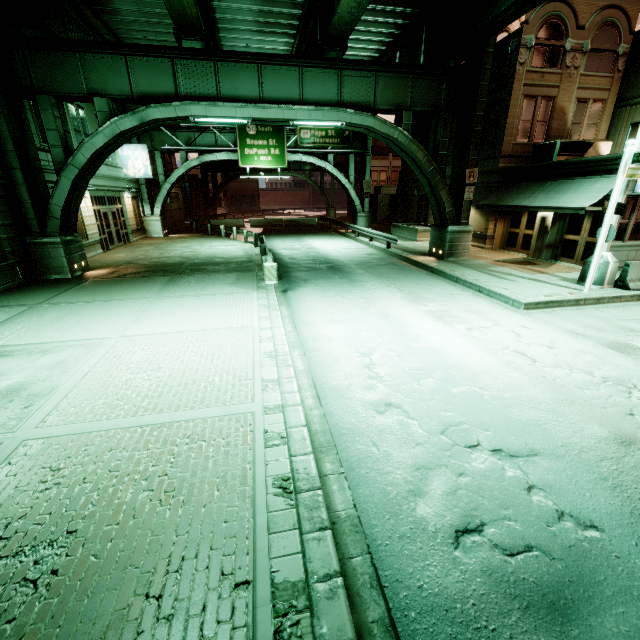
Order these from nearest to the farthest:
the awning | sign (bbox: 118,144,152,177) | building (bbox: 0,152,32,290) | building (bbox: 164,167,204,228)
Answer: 1. building (bbox: 0,152,32,290)
2. the awning
3. sign (bbox: 118,144,152,177)
4. building (bbox: 164,167,204,228)

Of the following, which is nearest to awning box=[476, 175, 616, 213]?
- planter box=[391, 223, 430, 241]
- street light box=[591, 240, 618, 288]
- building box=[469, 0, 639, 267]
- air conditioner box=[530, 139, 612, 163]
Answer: building box=[469, 0, 639, 267]

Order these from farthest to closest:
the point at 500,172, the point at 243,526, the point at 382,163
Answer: the point at 382,163 < the point at 500,172 < the point at 243,526

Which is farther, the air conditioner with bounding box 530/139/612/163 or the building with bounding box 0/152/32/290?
the air conditioner with bounding box 530/139/612/163

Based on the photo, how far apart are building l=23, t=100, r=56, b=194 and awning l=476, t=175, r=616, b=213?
22.7m

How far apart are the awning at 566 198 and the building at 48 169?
22.70m

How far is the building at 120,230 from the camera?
18.7 meters

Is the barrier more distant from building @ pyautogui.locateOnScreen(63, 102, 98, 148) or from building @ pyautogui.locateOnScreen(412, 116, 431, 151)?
building @ pyautogui.locateOnScreen(63, 102, 98, 148)
